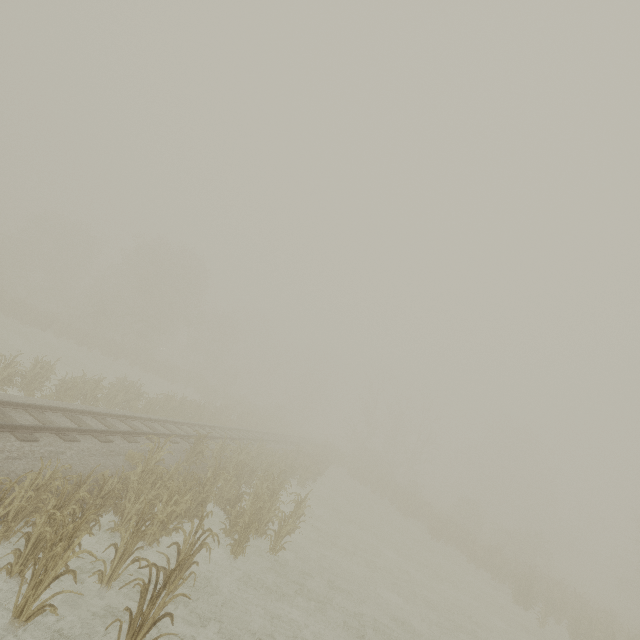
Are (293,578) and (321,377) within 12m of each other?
no
